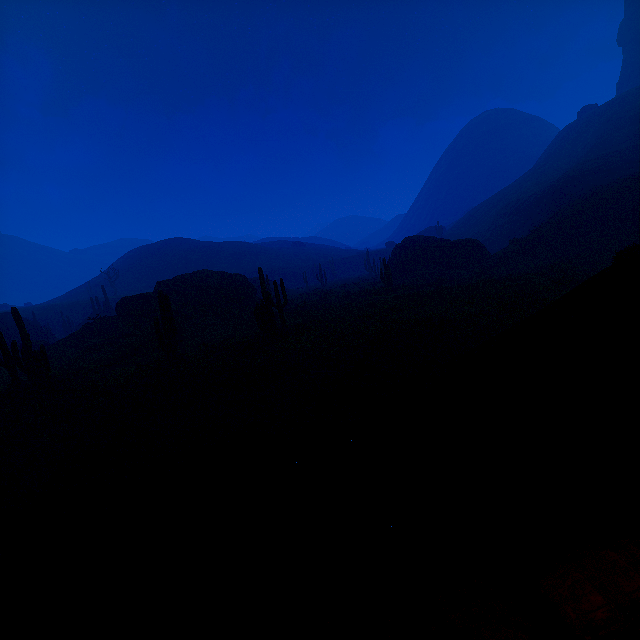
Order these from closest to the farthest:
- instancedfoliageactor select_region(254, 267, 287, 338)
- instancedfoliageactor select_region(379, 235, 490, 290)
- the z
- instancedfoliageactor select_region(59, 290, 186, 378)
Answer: the z → instancedfoliageactor select_region(59, 290, 186, 378) → instancedfoliageactor select_region(254, 267, 287, 338) → instancedfoliageactor select_region(379, 235, 490, 290)

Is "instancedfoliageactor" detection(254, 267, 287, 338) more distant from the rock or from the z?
the rock

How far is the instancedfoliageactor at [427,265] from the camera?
34.0m

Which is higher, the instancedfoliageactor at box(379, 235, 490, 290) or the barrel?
the instancedfoliageactor at box(379, 235, 490, 290)

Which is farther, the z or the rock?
the rock

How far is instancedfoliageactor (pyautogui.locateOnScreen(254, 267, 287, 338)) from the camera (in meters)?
17.05

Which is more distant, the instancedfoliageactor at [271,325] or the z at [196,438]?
the instancedfoliageactor at [271,325]

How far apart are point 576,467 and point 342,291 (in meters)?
33.98
